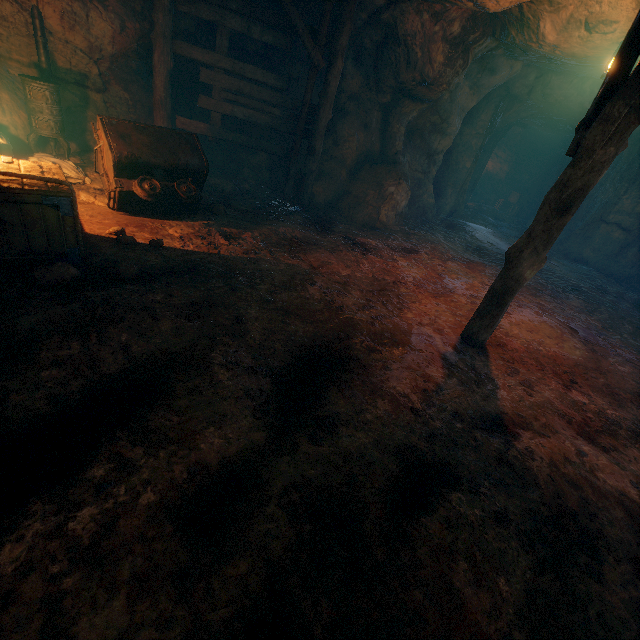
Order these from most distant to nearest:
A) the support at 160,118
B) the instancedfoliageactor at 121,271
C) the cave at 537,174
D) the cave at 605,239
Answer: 1. the cave at 605,239
2. the cave at 537,174
3. the support at 160,118
4. the instancedfoliageactor at 121,271

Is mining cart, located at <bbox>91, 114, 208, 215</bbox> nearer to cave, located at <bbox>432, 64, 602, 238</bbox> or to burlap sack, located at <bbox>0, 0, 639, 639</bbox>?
burlap sack, located at <bbox>0, 0, 639, 639</bbox>

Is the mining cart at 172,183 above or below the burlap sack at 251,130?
below

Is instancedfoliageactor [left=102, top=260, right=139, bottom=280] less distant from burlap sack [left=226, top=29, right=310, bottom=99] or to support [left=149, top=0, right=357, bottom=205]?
burlap sack [left=226, top=29, right=310, bottom=99]

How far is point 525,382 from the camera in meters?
4.3

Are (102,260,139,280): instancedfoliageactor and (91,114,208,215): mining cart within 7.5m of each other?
yes

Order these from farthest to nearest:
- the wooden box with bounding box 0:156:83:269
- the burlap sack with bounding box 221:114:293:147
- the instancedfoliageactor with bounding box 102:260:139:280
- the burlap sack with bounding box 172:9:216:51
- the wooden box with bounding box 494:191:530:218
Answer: the wooden box with bounding box 494:191:530:218 < the burlap sack with bounding box 221:114:293:147 < the burlap sack with bounding box 172:9:216:51 < the instancedfoliageactor with bounding box 102:260:139:280 < the wooden box with bounding box 0:156:83:269

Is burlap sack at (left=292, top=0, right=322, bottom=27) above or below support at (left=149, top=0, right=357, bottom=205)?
above
